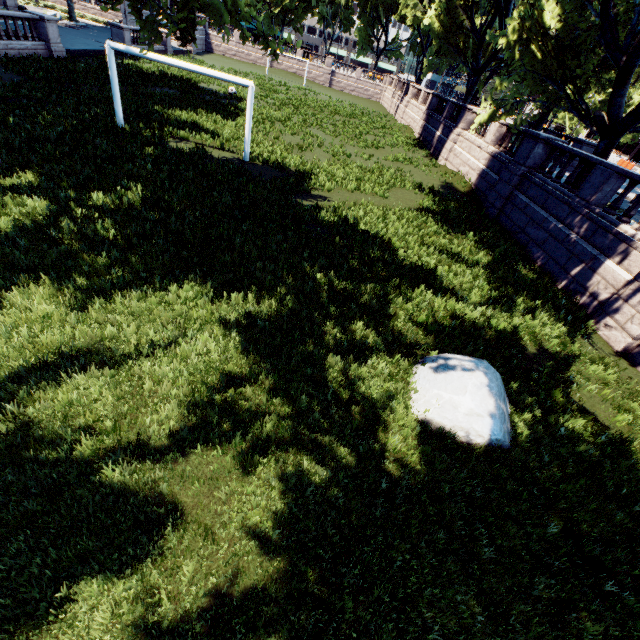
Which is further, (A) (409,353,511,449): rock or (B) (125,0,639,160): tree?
(B) (125,0,639,160): tree

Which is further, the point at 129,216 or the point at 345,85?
the point at 345,85

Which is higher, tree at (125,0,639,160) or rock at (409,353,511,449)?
tree at (125,0,639,160)

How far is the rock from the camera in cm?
570

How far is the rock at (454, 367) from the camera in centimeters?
570cm

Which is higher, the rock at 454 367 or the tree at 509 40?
the tree at 509 40
